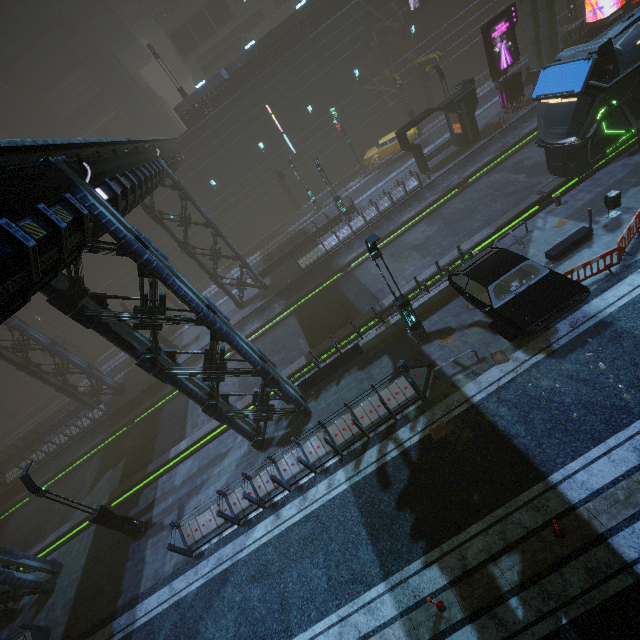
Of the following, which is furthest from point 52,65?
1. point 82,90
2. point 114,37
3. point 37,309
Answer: point 37,309

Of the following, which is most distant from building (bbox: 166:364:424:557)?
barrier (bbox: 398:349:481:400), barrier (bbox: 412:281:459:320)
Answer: barrier (bbox: 398:349:481:400)

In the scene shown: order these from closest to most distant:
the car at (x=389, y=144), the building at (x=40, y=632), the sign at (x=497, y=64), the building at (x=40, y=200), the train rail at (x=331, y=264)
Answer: the building at (x=40, y=200), the building at (x=40, y=632), the train rail at (x=331, y=264), the sign at (x=497, y=64), the car at (x=389, y=144)

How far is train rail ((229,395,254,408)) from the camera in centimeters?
1772cm

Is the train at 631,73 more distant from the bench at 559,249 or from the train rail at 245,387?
the bench at 559,249

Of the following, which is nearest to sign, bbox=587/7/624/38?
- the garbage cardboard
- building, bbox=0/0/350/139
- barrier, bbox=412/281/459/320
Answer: building, bbox=0/0/350/139

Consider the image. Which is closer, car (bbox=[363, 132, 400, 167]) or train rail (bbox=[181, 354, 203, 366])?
train rail (bbox=[181, 354, 203, 366])

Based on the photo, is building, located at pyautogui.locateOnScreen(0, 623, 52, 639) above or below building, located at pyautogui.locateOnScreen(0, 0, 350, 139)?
below
